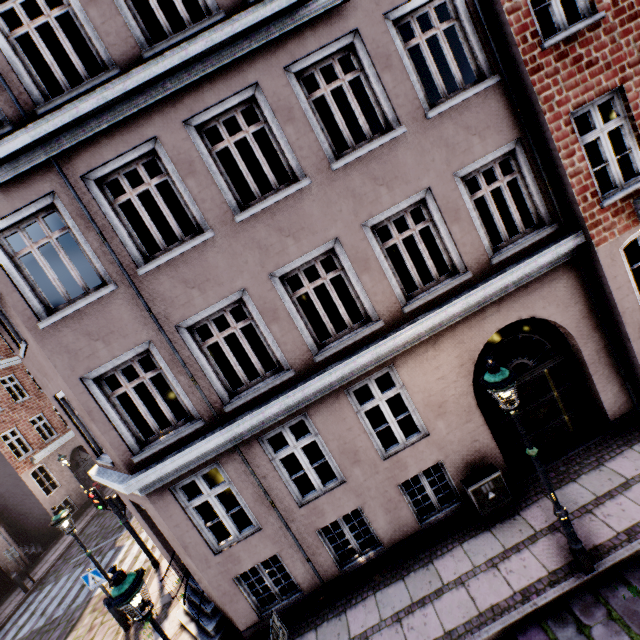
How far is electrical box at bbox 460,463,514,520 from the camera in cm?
659

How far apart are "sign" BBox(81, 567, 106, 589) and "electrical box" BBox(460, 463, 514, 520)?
9.9m

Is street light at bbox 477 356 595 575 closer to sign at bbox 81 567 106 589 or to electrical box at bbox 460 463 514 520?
sign at bbox 81 567 106 589

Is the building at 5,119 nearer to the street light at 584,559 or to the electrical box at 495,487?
the electrical box at 495,487

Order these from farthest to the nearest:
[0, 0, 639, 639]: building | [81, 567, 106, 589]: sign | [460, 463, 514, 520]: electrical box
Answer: [81, 567, 106, 589]: sign → [460, 463, 514, 520]: electrical box → [0, 0, 639, 639]: building

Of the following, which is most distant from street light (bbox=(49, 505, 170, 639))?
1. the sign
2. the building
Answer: the building

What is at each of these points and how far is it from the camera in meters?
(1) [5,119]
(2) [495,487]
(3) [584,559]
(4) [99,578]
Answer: (1) building, 5.4
(2) electrical box, 6.6
(3) street light, 5.0
(4) sign, 8.9

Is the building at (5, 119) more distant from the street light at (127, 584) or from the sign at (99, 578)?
the sign at (99, 578)
